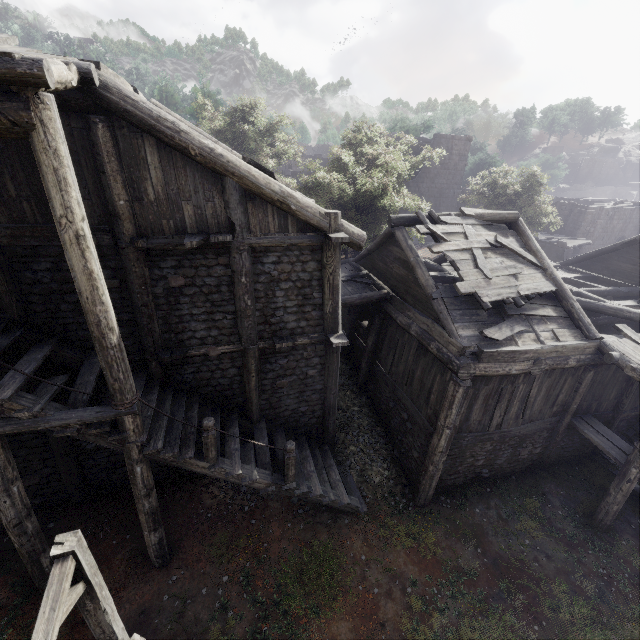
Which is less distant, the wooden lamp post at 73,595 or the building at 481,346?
the wooden lamp post at 73,595

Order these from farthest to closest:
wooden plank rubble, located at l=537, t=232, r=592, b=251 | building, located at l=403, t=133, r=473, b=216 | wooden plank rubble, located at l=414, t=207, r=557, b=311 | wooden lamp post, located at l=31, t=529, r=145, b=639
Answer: building, located at l=403, t=133, r=473, b=216, wooden plank rubble, located at l=537, t=232, r=592, b=251, wooden plank rubble, located at l=414, t=207, r=557, b=311, wooden lamp post, located at l=31, t=529, r=145, b=639

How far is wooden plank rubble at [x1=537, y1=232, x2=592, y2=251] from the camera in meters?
27.6

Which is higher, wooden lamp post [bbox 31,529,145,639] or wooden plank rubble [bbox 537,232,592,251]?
wooden plank rubble [bbox 537,232,592,251]

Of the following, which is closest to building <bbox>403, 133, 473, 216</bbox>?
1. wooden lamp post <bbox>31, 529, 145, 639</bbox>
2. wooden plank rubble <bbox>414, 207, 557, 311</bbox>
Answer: wooden plank rubble <bbox>414, 207, 557, 311</bbox>

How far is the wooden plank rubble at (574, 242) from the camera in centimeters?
2761cm

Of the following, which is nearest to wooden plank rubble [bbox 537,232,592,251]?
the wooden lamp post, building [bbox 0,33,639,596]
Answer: building [bbox 0,33,639,596]

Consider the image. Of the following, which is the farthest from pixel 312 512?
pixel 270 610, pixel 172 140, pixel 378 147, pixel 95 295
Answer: pixel 378 147
